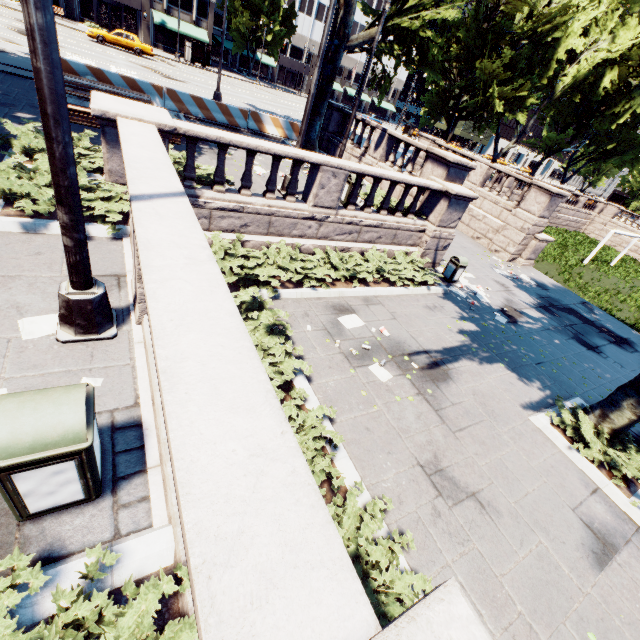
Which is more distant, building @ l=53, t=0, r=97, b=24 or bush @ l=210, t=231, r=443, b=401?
building @ l=53, t=0, r=97, b=24

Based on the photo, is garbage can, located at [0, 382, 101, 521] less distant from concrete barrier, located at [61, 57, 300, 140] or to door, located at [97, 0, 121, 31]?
concrete barrier, located at [61, 57, 300, 140]

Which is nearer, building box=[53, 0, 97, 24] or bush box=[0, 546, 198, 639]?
bush box=[0, 546, 198, 639]

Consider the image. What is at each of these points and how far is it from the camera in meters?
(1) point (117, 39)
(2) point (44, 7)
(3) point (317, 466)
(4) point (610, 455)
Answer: (1) vehicle, 29.1 m
(2) light, 2.3 m
(3) bush, 4.4 m
(4) bush, 7.3 m

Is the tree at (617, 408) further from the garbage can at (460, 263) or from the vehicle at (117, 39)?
the vehicle at (117, 39)

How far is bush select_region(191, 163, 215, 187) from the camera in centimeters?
836cm

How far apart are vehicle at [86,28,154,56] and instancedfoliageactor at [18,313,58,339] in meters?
38.6 m

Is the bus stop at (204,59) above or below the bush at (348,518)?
above
